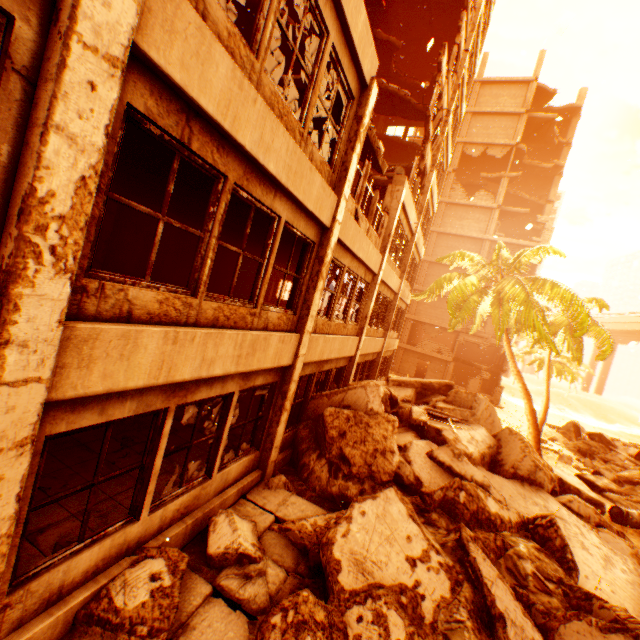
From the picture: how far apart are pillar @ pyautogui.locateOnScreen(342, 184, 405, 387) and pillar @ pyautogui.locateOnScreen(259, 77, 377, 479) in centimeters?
456cm

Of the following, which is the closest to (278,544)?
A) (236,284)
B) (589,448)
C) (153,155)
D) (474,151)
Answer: (153,155)

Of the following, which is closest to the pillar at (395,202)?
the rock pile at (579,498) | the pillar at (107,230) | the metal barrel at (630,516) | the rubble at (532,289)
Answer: the rock pile at (579,498)

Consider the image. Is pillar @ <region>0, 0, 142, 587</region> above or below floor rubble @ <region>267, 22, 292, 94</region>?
below

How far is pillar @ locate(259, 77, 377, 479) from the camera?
6.7 meters

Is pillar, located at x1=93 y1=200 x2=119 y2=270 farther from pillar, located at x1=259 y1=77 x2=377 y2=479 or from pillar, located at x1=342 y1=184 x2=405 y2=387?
pillar, located at x1=342 y1=184 x2=405 y2=387

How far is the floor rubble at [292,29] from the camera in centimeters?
913cm

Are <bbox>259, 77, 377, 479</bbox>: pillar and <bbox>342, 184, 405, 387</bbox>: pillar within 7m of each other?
yes
